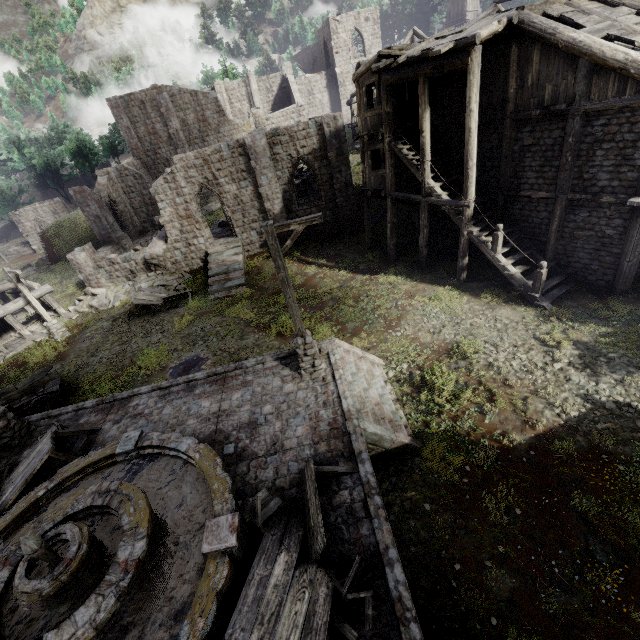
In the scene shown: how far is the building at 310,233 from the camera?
23.6m

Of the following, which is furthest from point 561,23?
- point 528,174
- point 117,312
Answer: point 117,312

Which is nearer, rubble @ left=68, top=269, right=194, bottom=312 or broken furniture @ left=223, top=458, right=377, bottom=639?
broken furniture @ left=223, top=458, right=377, bottom=639

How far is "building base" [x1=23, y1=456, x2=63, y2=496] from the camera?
8.89m

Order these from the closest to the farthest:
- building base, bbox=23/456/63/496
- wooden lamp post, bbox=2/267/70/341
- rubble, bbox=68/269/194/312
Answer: building base, bbox=23/456/63/496
wooden lamp post, bbox=2/267/70/341
rubble, bbox=68/269/194/312

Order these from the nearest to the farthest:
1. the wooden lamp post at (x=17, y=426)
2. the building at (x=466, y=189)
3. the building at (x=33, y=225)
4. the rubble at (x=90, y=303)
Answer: the wooden lamp post at (x=17, y=426) → the building at (x=466, y=189) → the rubble at (x=90, y=303) → the building at (x=33, y=225)

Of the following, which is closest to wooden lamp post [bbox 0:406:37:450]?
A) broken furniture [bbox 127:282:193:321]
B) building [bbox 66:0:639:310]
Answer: building [bbox 66:0:639:310]

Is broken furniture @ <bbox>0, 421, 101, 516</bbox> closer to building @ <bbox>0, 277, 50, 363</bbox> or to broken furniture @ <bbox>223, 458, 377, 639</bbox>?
building @ <bbox>0, 277, 50, 363</bbox>
